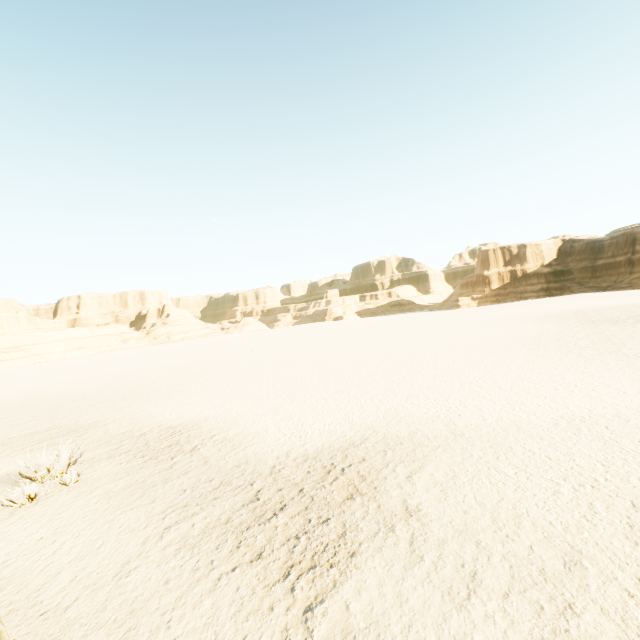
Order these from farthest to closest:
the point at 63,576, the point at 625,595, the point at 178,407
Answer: the point at 178,407 < the point at 63,576 < the point at 625,595
